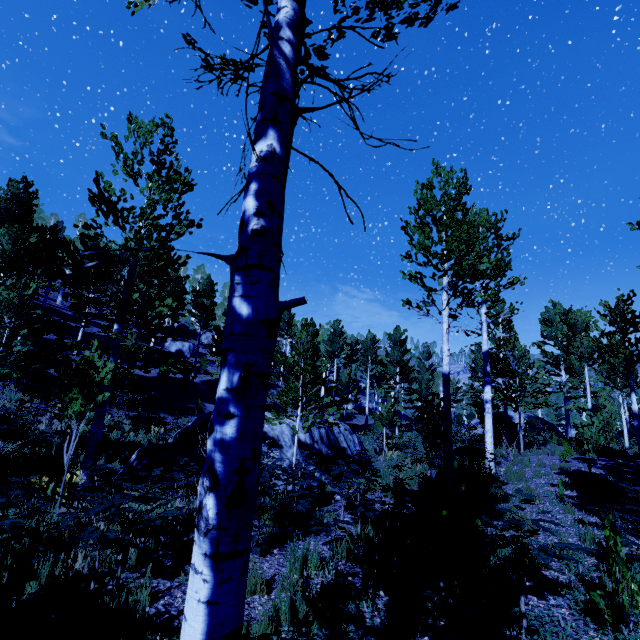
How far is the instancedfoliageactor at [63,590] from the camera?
3.5 meters

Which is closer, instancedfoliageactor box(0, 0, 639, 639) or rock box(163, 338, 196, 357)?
instancedfoliageactor box(0, 0, 639, 639)

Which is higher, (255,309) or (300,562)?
(255,309)

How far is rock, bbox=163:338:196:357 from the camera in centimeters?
3716cm

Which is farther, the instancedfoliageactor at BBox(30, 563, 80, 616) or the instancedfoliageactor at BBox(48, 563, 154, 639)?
the instancedfoliageactor at BBox(30, 563, 80, 616)

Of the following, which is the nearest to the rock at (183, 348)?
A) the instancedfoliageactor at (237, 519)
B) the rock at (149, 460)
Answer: the instancedfoliageactor at (237, 519)

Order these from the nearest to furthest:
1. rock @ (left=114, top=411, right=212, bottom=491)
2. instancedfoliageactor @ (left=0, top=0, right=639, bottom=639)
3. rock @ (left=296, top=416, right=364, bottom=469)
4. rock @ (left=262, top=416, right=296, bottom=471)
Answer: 1. instancedfoliageactor @ (left=0, top=0, right=639, bottom=639)
2. rock @ (left=114, top=411, right=212, bottom=491)
3. rock @ (left=262, top=416, right=296, bottom=471)
4. rock @ (left=296, top=416, right=364, bottom=469)

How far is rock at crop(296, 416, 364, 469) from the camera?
11.9 meters
